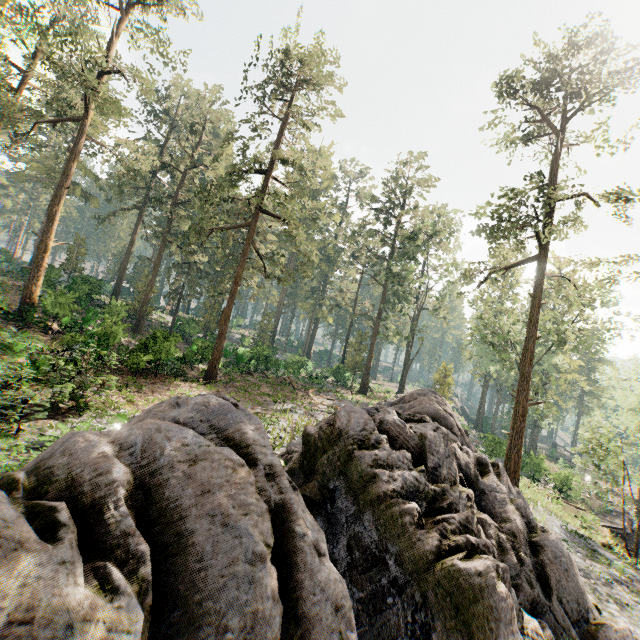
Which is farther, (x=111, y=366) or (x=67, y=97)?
(x=67, y=97)

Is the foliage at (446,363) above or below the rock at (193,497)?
above

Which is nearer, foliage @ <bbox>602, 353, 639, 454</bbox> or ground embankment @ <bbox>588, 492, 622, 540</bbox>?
foliage @ <bbox>602, 353, 639, 454</bbox>

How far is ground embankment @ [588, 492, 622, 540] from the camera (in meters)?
28.66

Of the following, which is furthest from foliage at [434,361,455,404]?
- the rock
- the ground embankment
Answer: the ground embankment

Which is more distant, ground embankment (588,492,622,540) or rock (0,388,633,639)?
ground embankment (588,492,622,540)

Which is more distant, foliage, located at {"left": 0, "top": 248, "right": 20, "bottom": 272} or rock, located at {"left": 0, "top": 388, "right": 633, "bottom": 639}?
foliage, located at {"left": 0, "top": 248, "right": 20, "bottom": 272}

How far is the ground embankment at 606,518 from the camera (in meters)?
28.66
